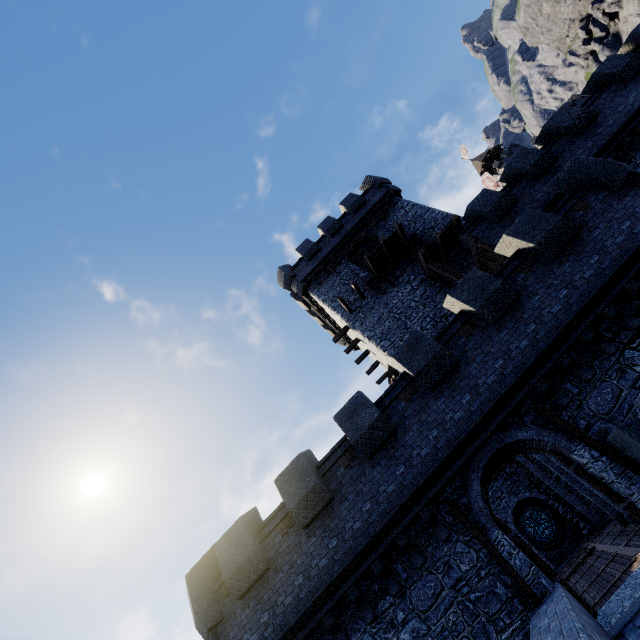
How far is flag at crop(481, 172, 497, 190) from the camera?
36.5 meters

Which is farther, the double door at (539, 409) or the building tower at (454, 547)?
the building tower at (454, 547)

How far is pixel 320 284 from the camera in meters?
23.3 m

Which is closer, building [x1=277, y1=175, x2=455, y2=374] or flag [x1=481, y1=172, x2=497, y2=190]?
building [x1=277, y1=175, x2=455, y2=374]

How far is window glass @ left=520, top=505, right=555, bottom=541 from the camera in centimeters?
2161cm

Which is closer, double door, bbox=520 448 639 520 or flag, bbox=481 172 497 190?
double door, bbox=520 448 639 520

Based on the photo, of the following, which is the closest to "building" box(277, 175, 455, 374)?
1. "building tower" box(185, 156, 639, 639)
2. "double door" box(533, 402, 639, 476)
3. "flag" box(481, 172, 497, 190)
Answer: "building tower" box(185, 156, 639, 639)

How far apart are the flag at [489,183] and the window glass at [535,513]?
31.50m
